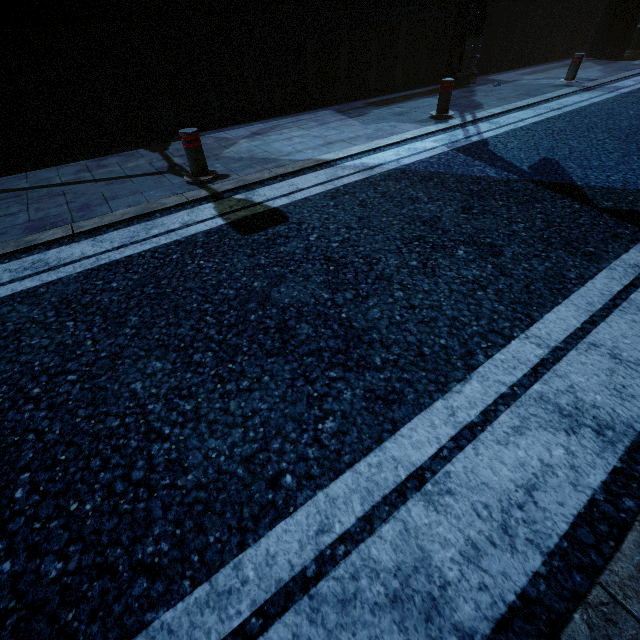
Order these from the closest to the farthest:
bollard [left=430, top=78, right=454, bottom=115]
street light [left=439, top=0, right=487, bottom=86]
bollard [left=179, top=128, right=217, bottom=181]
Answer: bollard [left=179, top=128, right=217, bottom=181] < bollard [left=430, top=78, right=454, bottom=115] < street light [left=439, top=0, right=487, bottom=86]

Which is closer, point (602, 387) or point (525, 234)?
point (602, 387)

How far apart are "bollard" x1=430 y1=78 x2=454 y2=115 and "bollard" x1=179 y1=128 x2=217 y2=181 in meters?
4.6 m

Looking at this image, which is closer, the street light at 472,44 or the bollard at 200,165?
the bollard at 200,165

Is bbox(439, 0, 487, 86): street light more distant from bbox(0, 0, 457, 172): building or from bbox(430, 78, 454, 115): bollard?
bbox(430, 78, 454, 115): bollard

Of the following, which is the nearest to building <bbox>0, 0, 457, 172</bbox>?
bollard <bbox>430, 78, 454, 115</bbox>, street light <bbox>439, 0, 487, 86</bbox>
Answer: street light <bbox>439, 0, 487, 86</bbox>

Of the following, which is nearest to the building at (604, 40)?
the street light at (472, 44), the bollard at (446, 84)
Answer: the street light at (472, 44)
